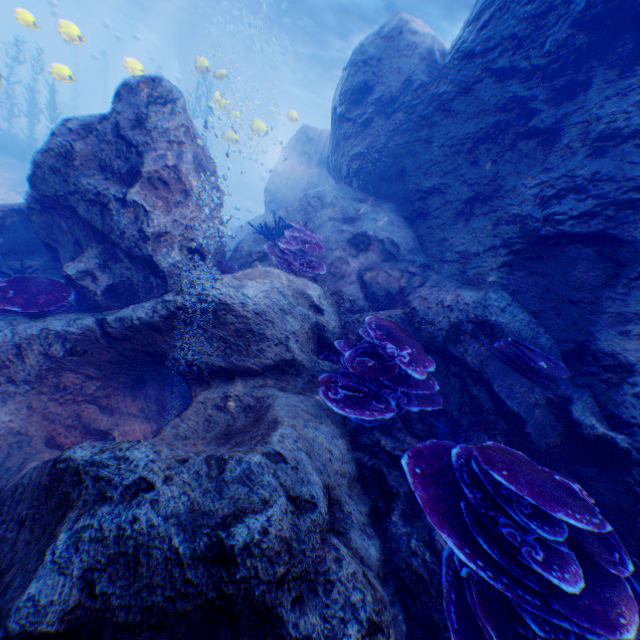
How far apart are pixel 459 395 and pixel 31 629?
4.5 meters

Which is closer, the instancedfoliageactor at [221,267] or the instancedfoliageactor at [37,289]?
the instancedfoliageactor at [37,289]

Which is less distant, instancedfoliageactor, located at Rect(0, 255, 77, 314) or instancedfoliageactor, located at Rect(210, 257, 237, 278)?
instancedfoliageactor, located at Rect(0, 255, 77, 314)

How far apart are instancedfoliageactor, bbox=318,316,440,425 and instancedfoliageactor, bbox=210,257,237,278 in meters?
2.4 m

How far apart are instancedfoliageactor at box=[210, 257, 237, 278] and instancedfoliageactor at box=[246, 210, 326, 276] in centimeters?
65cm

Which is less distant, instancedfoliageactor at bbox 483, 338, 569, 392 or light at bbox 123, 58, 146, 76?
instancedfoliageactor at bbox 483, 338, 569, 392

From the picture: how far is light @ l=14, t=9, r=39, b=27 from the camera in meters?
8.2 m

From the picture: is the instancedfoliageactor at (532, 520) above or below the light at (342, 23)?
below
